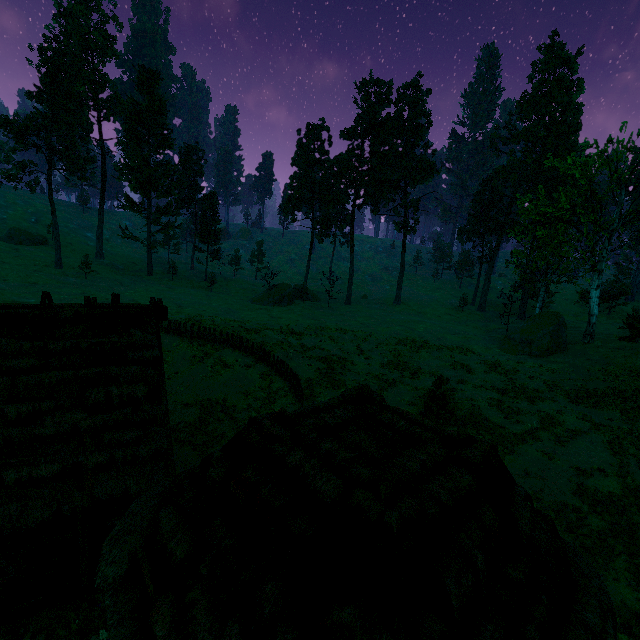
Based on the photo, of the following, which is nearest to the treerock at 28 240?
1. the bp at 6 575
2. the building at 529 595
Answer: the building at 529 595

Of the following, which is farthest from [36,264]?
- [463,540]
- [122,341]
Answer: [463,540]

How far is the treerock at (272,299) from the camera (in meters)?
49.62

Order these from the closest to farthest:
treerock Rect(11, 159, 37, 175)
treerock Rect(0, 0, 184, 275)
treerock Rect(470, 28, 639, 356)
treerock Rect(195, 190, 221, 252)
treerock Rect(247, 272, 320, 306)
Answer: treerock Rect(470, 28, 639, 356), treerock Rect(11, 159, 37, 175), treerock Rect(0, 0, 184, 275), treerock Rect(247, 272, 320, 306), treerock Rect(195, 190, 221, 252)

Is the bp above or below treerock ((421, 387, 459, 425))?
below

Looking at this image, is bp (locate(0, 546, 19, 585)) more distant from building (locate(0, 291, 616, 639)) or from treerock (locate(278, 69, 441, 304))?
treerock (locate(278, 69, 441, 304))

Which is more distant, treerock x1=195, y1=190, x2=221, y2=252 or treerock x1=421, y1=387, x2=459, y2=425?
treerock x1=195, y1=190, x2=221, y2=252

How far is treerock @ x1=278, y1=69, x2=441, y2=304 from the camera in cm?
4994
